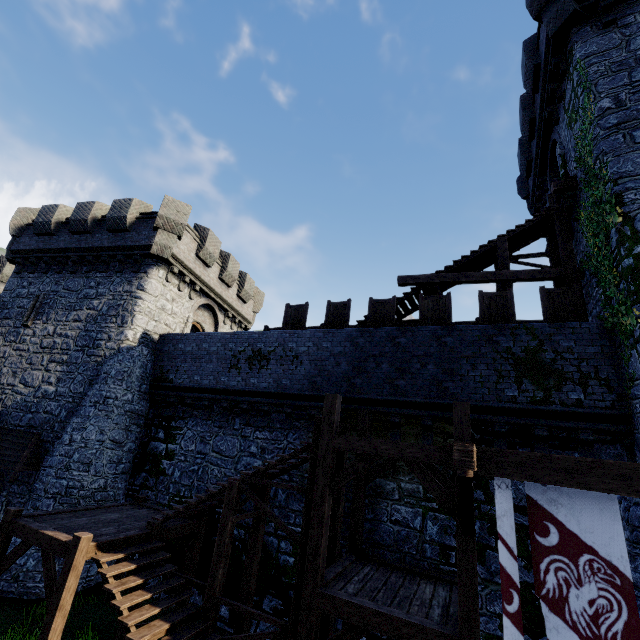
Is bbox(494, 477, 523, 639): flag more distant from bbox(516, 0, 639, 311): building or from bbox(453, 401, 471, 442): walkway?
bbox(516, 0, 639, 311): building

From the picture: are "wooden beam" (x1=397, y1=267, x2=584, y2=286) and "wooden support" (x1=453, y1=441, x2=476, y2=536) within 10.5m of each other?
yes

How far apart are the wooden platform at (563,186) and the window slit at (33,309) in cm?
2359

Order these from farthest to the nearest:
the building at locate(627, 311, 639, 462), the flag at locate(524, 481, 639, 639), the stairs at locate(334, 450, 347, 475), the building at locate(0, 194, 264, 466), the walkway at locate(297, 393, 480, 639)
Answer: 1. the building at locate(0, 194, 264, 466)
2. the stairs at locate(334, 450, 347, 475)
3. the building at locate(627, 311, 639, 462)
4. the walkway at locate(297, 393, 480, 639)
5. the flag at locate(524, 481, 639, 639)

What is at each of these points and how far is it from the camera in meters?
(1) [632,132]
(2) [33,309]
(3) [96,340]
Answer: (1) building, 8.6 m
(2) window slit, 16.6 m
(3) building, 14.9 m

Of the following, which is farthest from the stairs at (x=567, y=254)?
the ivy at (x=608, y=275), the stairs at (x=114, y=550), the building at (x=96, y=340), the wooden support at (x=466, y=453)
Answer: the building at (x=96, y=340)

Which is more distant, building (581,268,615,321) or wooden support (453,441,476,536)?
building (581,268,615,321)

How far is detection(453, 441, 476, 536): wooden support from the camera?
4.47m
